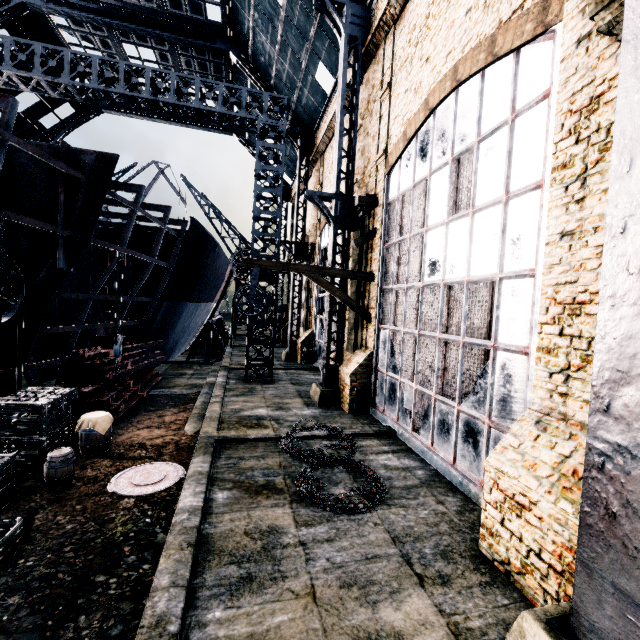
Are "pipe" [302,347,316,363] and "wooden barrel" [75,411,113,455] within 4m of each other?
no

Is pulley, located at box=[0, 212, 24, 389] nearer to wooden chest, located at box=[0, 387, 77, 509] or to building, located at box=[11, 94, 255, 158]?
wooden chest, located at box=[0, 387, 77, 509]

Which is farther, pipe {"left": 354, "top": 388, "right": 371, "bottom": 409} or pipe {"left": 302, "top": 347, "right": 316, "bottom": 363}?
pipe {"left": 302, "top": 347, "right": 316, "bottom": 363}

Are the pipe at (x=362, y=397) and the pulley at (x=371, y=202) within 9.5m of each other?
yes

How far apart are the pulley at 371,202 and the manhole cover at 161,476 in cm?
1192

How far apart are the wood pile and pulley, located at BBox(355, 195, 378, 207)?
12.7m

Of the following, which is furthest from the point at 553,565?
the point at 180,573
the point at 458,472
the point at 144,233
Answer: the point at 144,233

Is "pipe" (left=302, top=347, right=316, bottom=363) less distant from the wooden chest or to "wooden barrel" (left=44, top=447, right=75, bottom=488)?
the wooden chest
